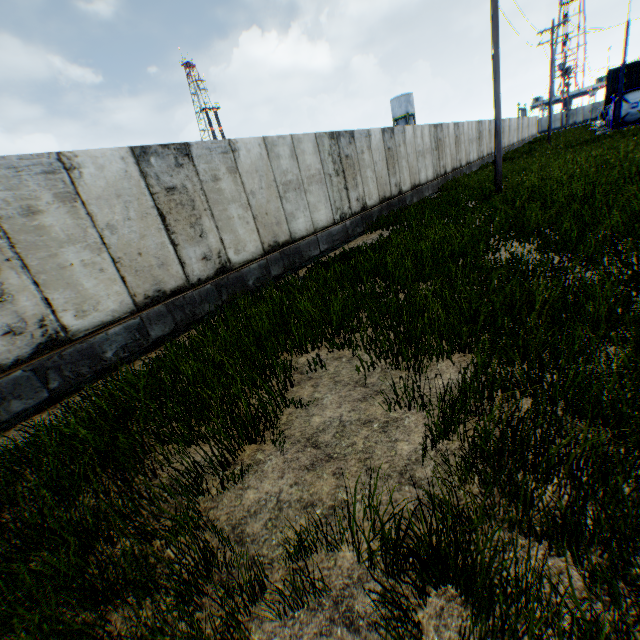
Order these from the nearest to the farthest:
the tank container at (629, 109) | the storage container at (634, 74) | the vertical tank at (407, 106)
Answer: the tank container at (629, 109), the storage container at (634, 74), the vertical tank at (407, 106)

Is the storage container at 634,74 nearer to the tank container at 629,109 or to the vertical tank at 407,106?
the tank container at 629,109

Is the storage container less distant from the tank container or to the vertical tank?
the tank container

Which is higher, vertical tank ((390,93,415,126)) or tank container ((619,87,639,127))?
vertical tank ((390,93,415,126))

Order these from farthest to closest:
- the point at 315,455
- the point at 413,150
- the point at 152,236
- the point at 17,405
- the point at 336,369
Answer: the point at 413,150 < the point at 152,236 < the point at 17,405 < the point at 336,369 < the point at 315,455

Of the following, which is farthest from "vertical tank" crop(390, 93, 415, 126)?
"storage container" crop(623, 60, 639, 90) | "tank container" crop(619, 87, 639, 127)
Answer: "tank container" crop(619, 87, 639, 127)

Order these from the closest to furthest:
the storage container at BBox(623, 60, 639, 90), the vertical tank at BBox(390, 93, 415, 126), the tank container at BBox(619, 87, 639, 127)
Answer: the tank container at BBox(619, 87, 639, 127), the storage container at BBox(623, 60, 639, 90), the vertical tank at BBox(390, 93, 415, 126)
